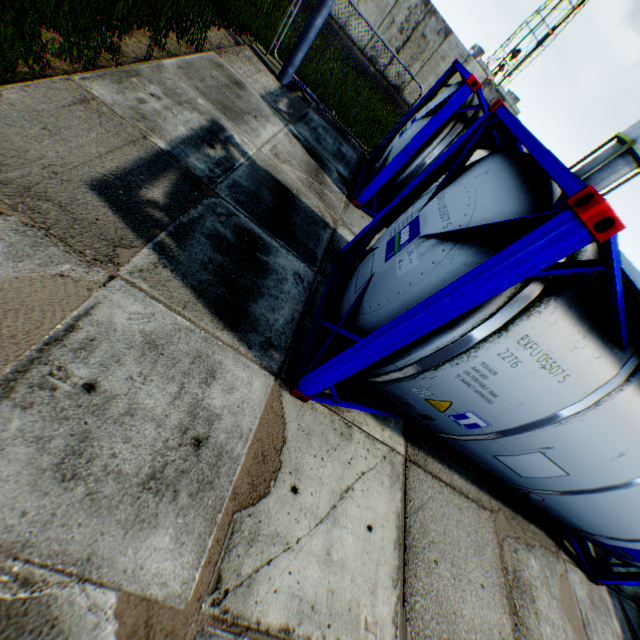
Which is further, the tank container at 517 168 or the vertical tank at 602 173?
the vertical tank at 602 173

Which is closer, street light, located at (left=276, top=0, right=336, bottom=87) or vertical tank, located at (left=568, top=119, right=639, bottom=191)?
street light, located at (left=276, top=0, right=336, bottom=87)

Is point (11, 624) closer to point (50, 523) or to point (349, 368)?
point (50, 523)

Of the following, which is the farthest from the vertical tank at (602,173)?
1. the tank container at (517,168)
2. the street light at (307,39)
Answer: the street light at (307,39)

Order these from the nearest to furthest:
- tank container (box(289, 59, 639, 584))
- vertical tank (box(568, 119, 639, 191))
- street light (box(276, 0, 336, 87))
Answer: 1. tank container (box(289, 59, 639, 584))
2. street light (box(276, 0, 336, 87))
3. vertical tank (box(568, 119, 639, 191))

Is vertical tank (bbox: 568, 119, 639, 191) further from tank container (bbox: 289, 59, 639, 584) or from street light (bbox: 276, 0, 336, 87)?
street light (bbox: 276, 0, 336, 87)
